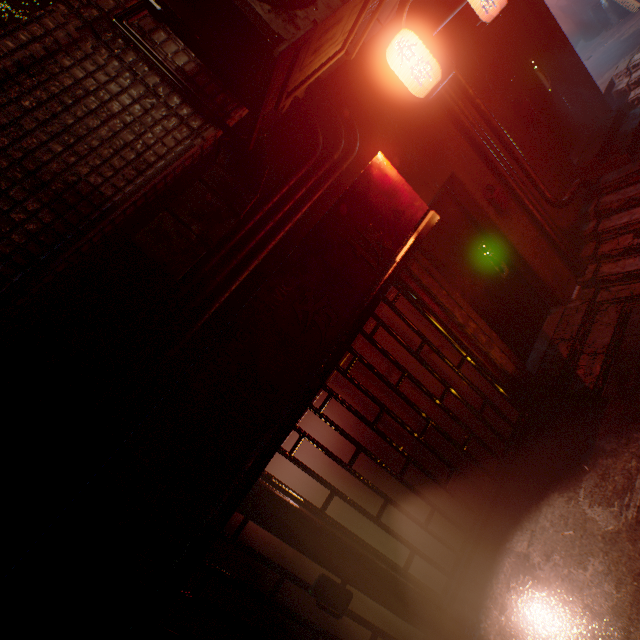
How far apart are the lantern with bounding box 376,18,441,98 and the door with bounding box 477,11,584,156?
1.9 meters

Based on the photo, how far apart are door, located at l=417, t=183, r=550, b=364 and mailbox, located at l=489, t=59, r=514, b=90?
1.53m

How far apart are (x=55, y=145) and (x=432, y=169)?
2.96m

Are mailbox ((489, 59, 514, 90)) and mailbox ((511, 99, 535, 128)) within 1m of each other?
yes

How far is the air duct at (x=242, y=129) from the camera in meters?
1.9

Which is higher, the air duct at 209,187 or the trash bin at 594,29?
the air duct at 209,187

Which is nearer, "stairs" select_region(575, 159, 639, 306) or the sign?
the sign

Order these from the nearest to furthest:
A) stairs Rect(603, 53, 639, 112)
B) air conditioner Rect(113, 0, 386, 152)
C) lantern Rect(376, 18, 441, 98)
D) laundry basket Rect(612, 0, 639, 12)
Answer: air conditioner Rect(113, 0, 386, 152) < lantern Rect(376, 18, 441, 98) < stairs Rect(603, 53, 639, 112) < laundry basket Rect(612, 0, 639, 12)
